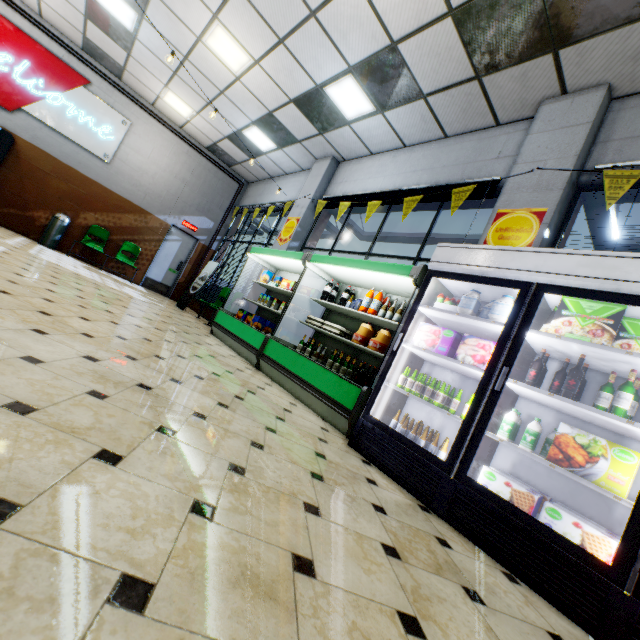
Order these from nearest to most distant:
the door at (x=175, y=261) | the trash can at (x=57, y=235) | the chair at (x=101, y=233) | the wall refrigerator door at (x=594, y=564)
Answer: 1. the wall refrigerator door at (x=594, y=564)
2. the trash can at (x=57, y=235)
3. the chair at (x=101, y=233)
4. the door at (x=175, y=261)

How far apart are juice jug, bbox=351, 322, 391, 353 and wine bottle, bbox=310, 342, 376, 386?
0.27m

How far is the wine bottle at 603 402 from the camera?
2.3m

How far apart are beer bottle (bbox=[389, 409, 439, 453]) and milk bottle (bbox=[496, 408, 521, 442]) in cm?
50

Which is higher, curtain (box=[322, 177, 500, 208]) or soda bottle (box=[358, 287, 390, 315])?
curtain (box=[322, 177, 500, 208])

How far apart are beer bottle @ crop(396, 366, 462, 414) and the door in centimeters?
995cm

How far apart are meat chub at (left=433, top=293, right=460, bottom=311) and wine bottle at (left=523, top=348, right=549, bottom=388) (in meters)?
0.78

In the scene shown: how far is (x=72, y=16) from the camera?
7.2 meters
